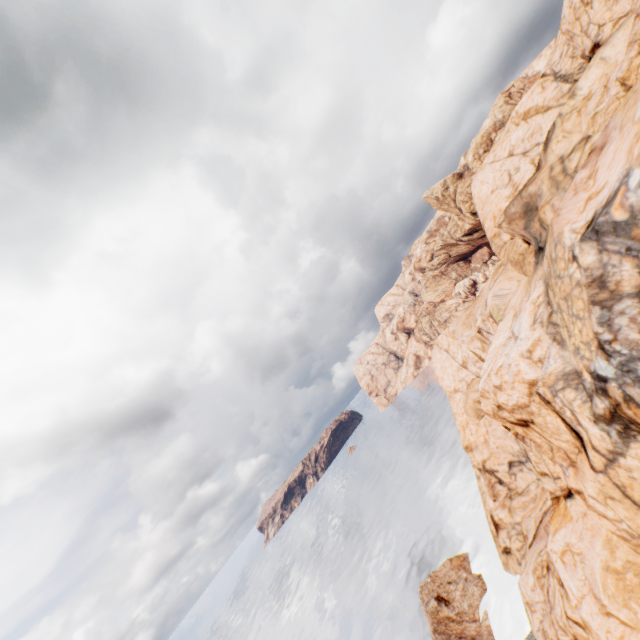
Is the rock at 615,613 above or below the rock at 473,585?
above

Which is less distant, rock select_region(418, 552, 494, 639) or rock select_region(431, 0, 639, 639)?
rock select_region(431, 0, 639, 639)

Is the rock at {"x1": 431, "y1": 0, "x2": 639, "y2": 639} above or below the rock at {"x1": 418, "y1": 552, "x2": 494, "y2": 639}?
above

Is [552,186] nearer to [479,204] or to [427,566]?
[479,204]

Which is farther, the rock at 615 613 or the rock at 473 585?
the rock at 473 585
